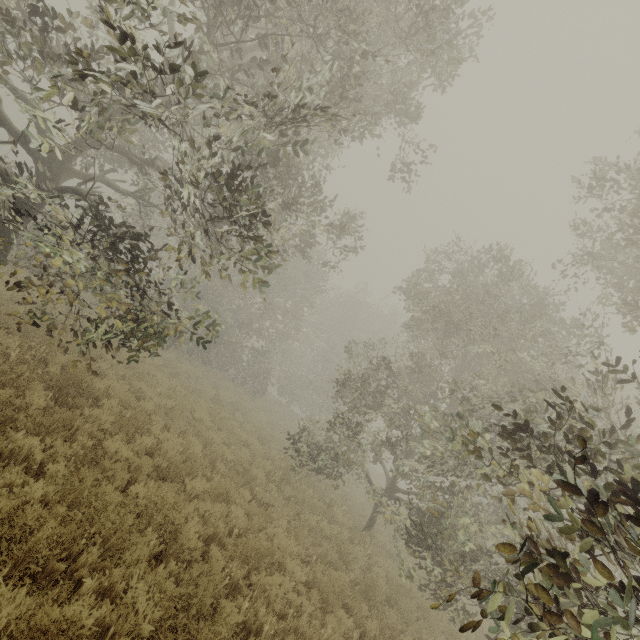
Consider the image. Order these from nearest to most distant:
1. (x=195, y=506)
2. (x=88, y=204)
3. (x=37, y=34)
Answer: (x=195, y=506), (x=88, y=204), (x=37, y=34)
